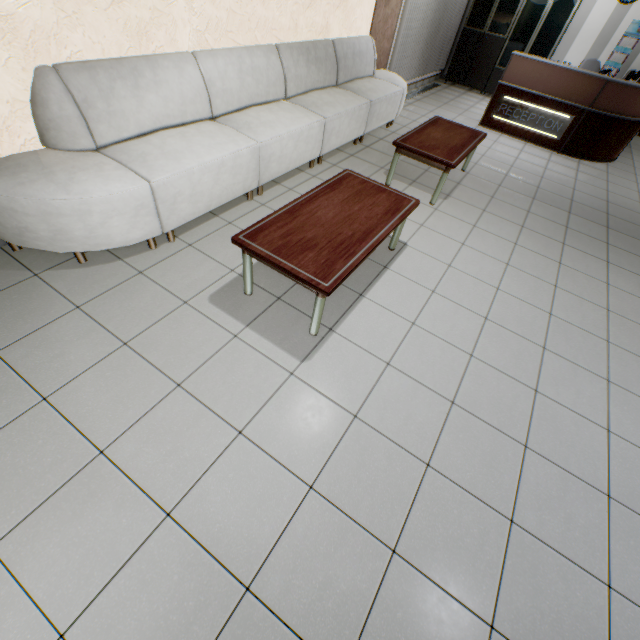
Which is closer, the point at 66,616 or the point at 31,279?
the point at 66,616

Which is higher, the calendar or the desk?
the calendar

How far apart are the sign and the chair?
2.5 meters

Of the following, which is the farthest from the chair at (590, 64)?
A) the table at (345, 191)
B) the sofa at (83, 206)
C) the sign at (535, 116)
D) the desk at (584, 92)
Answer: the table at (345, 191)

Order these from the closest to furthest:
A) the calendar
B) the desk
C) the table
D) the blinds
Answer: the table → the desk → the blinds → the calendar

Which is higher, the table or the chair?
the chair

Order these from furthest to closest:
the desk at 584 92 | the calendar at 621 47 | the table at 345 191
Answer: the calendar at 621 47
the desk at 584 92
the table at 345 191

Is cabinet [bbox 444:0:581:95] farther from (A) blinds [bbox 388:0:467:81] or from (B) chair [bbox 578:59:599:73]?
(B) chair [bbox 578:59:599:73]
